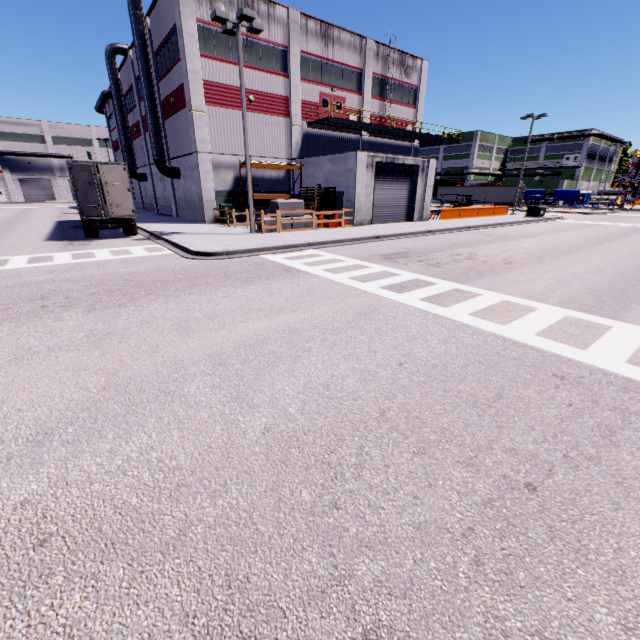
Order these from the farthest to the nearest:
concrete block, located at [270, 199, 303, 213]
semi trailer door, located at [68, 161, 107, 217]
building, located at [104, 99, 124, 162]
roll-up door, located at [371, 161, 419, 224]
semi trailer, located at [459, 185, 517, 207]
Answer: semi trailer, located at [459, 185, 517, 207]
building, located at [104, 99, 124, 162]
roll-up door, located at [371, 161, 419, 224]
concrete block, located at [270, 199, 303, 213]
semi trailer door, located at [68, 161, 107, 217]

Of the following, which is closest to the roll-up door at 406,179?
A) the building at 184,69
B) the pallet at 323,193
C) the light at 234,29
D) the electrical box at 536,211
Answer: the building at 184,69

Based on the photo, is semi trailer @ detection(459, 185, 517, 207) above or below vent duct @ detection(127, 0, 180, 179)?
below

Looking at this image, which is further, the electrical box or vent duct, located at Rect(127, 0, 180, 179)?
the electrical box

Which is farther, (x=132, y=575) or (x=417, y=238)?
(x=417, y=238)

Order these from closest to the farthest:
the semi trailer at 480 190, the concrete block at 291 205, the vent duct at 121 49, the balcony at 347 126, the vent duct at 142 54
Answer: the concrete block at 291 205 → the vent duct at 142 54 → the balcony at 347 126 → the vent duct at 121 49 → the semi trailer at 480 190

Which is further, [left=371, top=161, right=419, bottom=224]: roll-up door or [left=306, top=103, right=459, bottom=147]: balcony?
[left=306, top=103, right=459, bottom=147]: balcony

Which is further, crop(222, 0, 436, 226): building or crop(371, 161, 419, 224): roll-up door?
crop(371, 161, 419, 224): roll-up door
